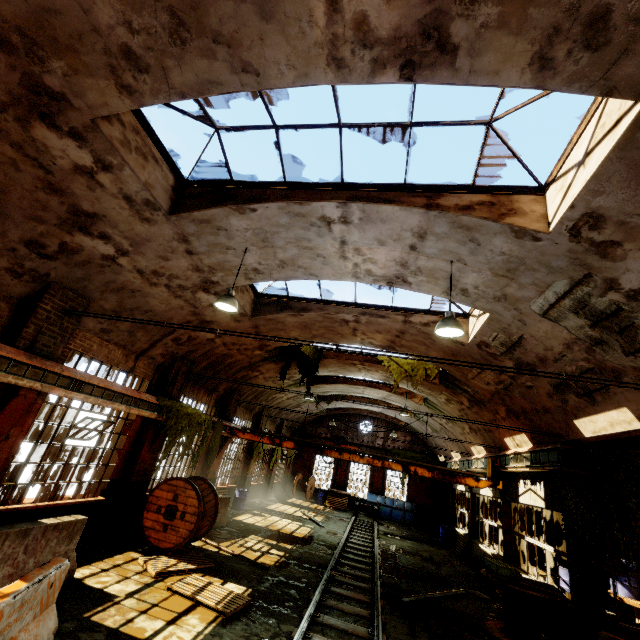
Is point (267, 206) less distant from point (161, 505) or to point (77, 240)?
point (77, 240)

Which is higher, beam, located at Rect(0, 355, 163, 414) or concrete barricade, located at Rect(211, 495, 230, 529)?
beam, located at Rect(0, 355, 163, 414)

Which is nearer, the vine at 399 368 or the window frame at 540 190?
the window frame at 540 190

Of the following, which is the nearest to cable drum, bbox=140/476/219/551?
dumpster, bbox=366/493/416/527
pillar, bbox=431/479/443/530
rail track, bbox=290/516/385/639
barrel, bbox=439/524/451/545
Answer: rail track, bbox=290/516/385/639

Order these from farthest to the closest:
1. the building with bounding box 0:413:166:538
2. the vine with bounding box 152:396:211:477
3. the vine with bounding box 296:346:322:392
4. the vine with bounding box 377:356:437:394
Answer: the vine with bounding box 296:346:322:392, the vine with bounding box 377:356:437:394, the vine with bounding box 152:396:211:477, the building with bounding box 0:413:166:538

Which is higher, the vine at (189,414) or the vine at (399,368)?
the vine at (399,368)

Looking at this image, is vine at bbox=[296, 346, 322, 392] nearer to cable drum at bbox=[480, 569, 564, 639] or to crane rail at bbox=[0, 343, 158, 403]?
crane rail at bbox=[0, 343, 158, 403]

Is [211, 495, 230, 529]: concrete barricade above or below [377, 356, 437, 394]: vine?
below
